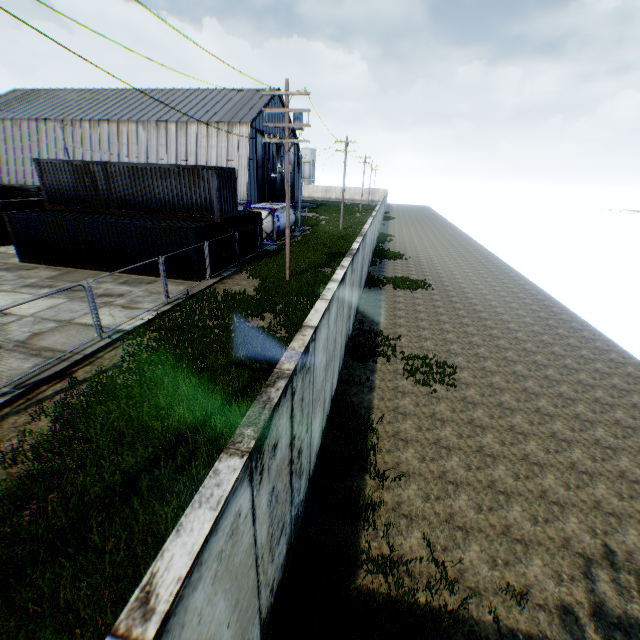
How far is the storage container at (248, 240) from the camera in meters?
23.4

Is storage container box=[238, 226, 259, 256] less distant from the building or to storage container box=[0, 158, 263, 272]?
storage container box=[0, 158, 263, 272]

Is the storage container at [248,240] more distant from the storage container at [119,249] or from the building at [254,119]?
the building at [254,119]

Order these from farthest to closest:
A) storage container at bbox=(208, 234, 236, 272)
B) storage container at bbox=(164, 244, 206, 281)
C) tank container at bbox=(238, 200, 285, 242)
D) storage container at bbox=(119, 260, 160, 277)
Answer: tank container at bbox=(238, 200, 285, 242), storage container at bbox=(208, 234, 236, 272), storage container at bbox=(119, 260, 160, 277), storage container at bbox=(164, 244, 206, 281)

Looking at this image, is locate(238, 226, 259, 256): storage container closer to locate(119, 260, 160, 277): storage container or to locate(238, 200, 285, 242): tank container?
locate(119, 260, 160, 277): storage container

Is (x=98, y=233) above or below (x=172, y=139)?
below

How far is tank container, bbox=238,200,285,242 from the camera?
28.52m
